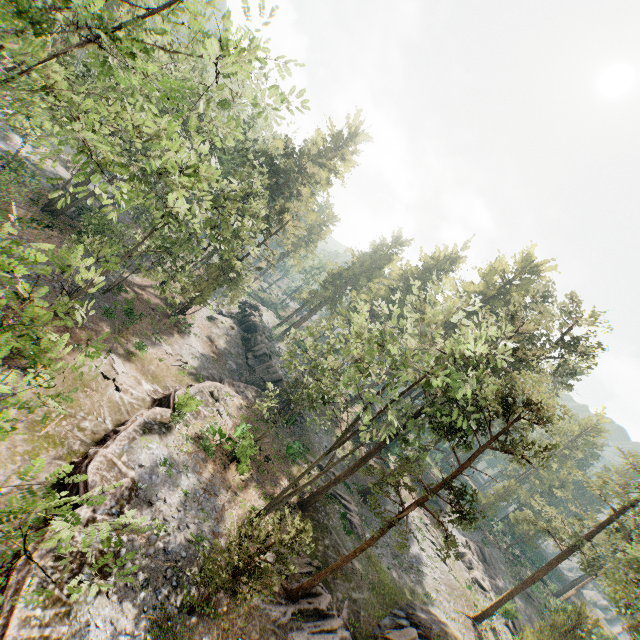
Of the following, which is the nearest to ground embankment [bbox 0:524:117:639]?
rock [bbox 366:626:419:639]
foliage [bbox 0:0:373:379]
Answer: foliage [bbox 0:0:373:379]

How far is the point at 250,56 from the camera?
10.0m

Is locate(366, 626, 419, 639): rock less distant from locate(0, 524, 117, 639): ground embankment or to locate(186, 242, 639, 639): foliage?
locate(186, 242, 639, 639): foliage

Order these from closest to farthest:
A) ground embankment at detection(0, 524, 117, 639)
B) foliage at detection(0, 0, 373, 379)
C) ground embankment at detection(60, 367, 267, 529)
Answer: foliage at detection(0, 0, 373, 379) → ground embankment at detection(0, 524, 117, 639) → ground embankment at detection(60, 367, 267, 529)

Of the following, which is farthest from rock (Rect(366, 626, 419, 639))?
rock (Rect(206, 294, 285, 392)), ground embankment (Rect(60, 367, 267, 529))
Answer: rock (Rect(206, 294, 285, 392))

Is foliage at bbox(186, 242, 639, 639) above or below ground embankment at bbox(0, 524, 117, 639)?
above

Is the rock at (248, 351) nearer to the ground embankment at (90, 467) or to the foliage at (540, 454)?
the ground embankment at (90, 467)

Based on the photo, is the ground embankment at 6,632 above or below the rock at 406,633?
below
